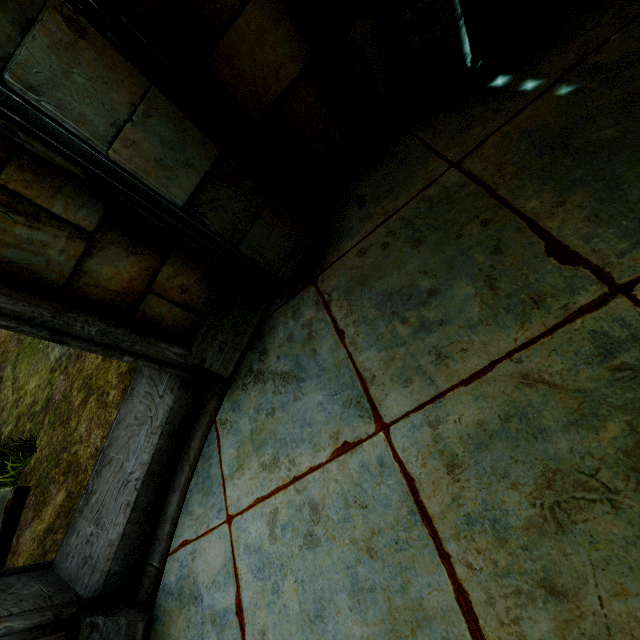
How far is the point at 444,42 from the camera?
1.93m
